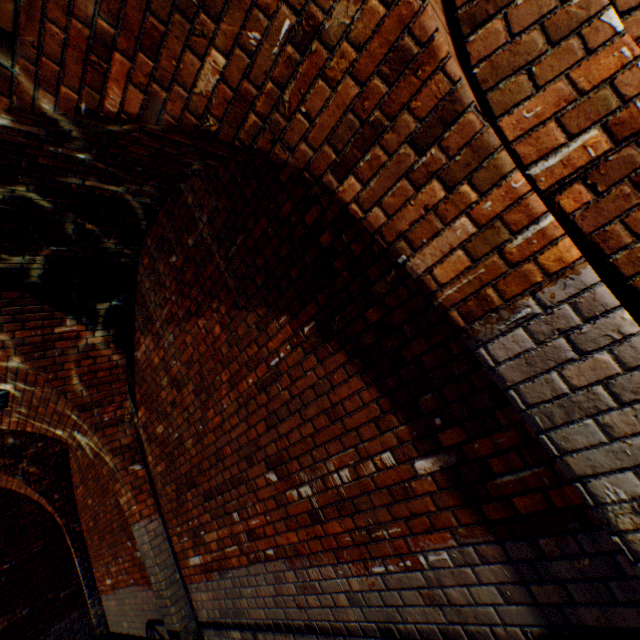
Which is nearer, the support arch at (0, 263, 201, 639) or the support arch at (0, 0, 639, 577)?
the support arch at (0, 0, 639, 577)

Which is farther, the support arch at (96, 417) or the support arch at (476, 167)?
the support arch at (96, 417)

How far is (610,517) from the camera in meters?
1.1
